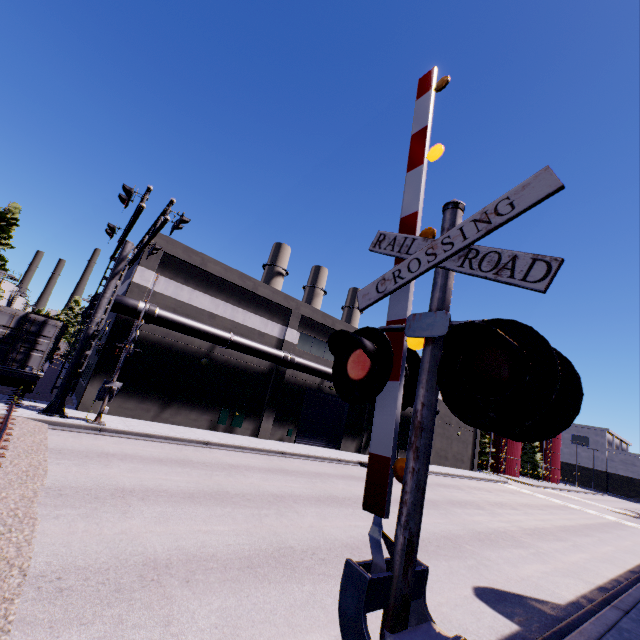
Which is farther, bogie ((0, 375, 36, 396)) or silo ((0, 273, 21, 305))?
silo ((0, 273, 21, 305))

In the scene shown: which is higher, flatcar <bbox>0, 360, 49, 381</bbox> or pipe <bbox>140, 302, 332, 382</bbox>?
pipe <bbox>140, 302, 332, 382</bbox>

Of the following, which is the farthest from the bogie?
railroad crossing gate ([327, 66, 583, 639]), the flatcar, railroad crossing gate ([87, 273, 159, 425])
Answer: railroad crossing gate ([327, 66, 583, 639])

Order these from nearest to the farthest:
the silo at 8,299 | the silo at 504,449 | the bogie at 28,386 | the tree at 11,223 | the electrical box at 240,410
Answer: the bogie at 28,386 < the electrical box at 240,410 < the tree at 11,223 < the silo at 8,299 < the silo at 504,449

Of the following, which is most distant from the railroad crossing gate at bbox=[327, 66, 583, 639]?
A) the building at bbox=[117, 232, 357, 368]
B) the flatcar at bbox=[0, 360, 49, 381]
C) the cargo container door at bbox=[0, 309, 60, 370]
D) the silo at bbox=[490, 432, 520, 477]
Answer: the silo at bbox=[490, 432, 520, 477]

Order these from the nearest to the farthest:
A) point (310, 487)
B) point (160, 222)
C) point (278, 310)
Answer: point (160, 222)
point (310, 487)
point (278, 310)

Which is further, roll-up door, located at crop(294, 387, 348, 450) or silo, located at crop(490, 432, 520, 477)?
silo, located at crop(490, 432, 520, 477)

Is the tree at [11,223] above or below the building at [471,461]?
above
